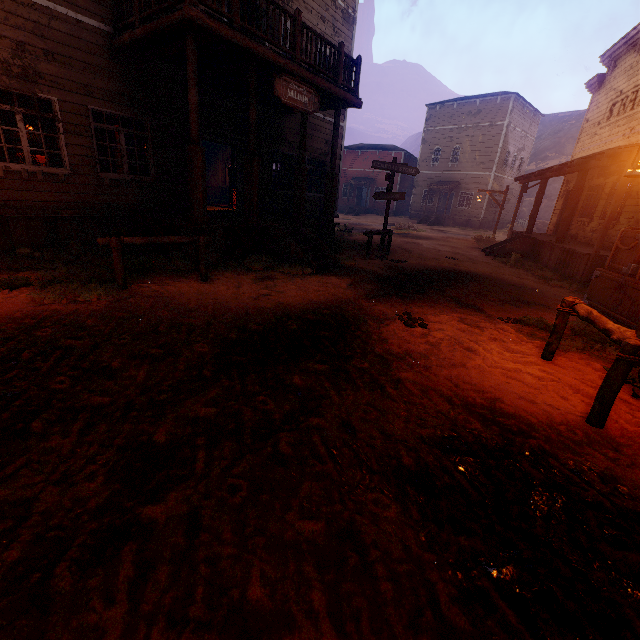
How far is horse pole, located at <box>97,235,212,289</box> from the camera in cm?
545

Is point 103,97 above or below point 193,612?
above

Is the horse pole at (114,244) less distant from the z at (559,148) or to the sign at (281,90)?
the sign at (281,90)

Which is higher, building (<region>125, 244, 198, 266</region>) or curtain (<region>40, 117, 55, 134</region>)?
curtain (<region>40, 117, 55, 134</region>)

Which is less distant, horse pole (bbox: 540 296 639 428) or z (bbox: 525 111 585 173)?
horse pole (bbox: 540 296 639 428)

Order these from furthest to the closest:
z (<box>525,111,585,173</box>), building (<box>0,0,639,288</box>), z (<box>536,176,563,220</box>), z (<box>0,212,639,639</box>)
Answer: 1. z (<box>525,111,585,173</box>)
2. z (<box>536,176,563,220</box>)
3. building (<box>0,0,639,288</box>)
4. z (<box>0,212,639,639</box>)

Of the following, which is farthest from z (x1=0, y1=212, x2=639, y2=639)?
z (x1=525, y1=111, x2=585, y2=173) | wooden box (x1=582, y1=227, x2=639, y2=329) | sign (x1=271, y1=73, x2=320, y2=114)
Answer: sign (x1=271, y1=73, x2=320, y2=114)

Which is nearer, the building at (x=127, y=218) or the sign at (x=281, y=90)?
the building at (x=127, y=218)
